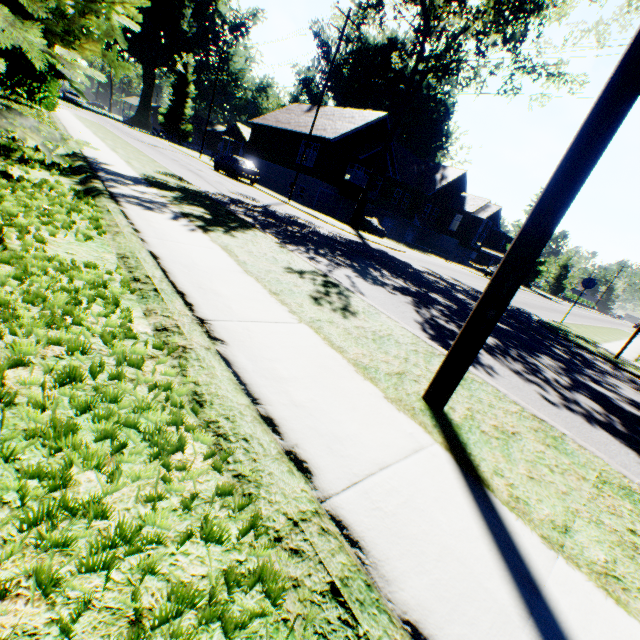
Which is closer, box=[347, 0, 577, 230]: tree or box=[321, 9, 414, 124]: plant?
box=[347, 0, 577, 230]: tree

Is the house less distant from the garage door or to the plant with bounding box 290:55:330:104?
the plant with bounding box 290:55:330:104

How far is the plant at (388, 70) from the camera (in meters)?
46.47

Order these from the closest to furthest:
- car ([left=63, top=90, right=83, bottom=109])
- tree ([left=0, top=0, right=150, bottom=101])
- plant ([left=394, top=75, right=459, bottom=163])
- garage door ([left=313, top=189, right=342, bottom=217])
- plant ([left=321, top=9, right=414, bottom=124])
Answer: tree ([left=0, top=0, right=150, bottom=101]), garage door ([left=313, top=189, right=342, bottom=217]), car ([left=63, top=90, right=83, bottom=109]), plant ([left=394, top=75, right=459, bottom=163]), plant ([left=321, top=9, right=414, bottom=124])

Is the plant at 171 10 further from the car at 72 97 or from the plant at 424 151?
the car at 72 97

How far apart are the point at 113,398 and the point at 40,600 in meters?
0.9

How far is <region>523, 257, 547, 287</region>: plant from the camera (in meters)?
50.19

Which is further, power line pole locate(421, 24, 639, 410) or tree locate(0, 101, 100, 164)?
tree locate(0, 101, 100, 164)
